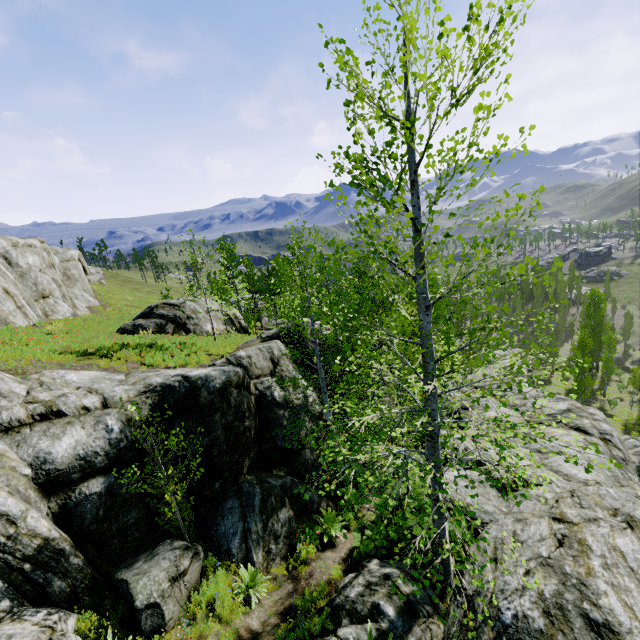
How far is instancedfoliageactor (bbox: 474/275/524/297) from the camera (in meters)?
3.82

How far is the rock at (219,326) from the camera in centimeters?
2306cm

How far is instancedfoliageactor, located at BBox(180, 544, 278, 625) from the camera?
6.6 meters

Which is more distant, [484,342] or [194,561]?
[194,561]

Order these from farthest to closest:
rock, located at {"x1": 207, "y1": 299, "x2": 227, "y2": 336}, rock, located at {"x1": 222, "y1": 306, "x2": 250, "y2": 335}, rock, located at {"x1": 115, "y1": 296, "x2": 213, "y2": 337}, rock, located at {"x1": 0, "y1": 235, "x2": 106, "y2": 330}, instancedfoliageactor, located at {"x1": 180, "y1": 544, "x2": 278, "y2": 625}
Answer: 1. rock, located at {"x1": 222, "y1": 306, "x2": 250, "y2": 335}
2. rock, located at {"x1": 207, "y1": 299, "x2": 227, "y2": 336}
3. rock, located at {"x1": 115, "y1": 296, "x2": 213, "y2": 337}
4. rock, located at {"x1": 0, "y1": 235, "x2": 106, "y2": 330}
5. instancedfoliageactor, located at {"x1": 180, "y1": 544, "x2": 278, "y2": 625}

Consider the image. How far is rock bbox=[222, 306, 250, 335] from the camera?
26.7m

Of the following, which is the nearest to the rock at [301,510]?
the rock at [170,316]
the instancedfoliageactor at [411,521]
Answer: → the instancedfoliageactor at [411,521]
